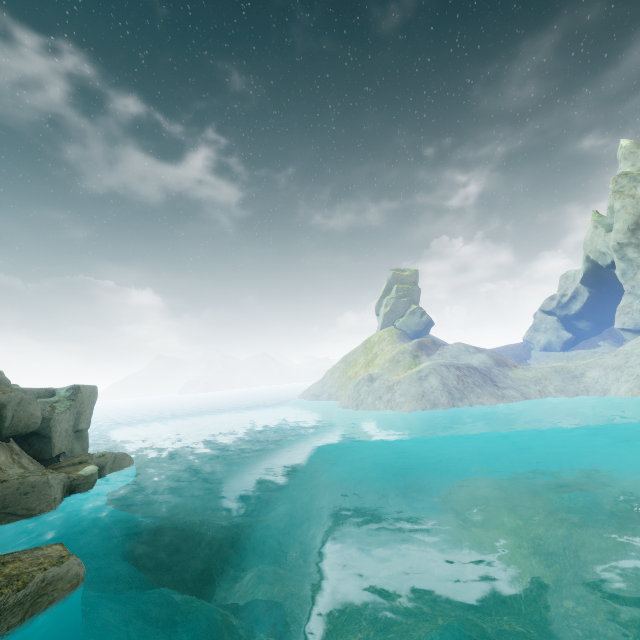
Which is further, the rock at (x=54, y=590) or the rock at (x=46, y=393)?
the rock at (x=46, y=393)

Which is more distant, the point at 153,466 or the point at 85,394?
the point at 153,466

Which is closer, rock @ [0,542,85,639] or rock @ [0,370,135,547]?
rock @ [0,542,85,639]
